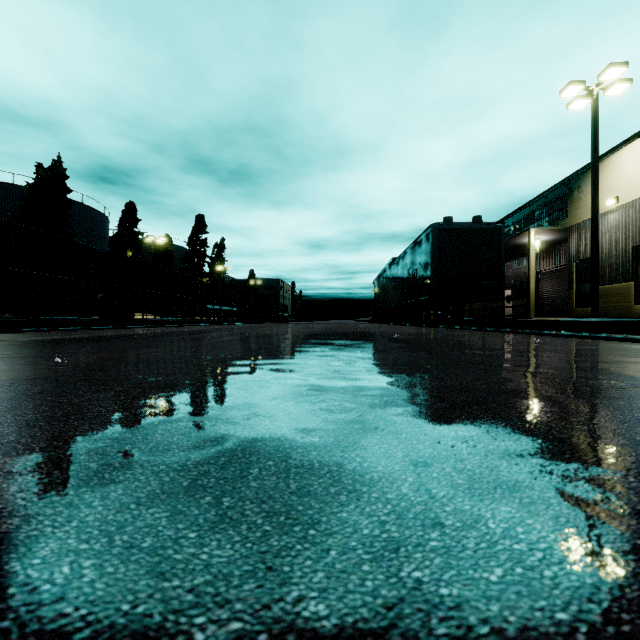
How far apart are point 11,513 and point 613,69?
19.3m

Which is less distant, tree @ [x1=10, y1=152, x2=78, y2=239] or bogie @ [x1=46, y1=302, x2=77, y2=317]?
bogie @ [x1=46, y1=302, x2=77, y2=317]

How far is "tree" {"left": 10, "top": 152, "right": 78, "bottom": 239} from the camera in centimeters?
2702cm

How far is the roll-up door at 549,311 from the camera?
21.20m

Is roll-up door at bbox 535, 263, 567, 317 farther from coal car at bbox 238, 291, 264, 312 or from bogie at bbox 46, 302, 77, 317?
bogie at bbox 46, 302, 77, 317

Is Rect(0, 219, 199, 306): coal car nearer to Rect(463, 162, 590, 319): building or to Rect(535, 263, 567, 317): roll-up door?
Rect(463, 162, 590, 319): building

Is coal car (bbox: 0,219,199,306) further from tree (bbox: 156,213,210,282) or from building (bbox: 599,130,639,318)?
tree (bbox: 156,213,210,282)

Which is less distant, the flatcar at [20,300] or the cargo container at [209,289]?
the flatcar at [20,300]
